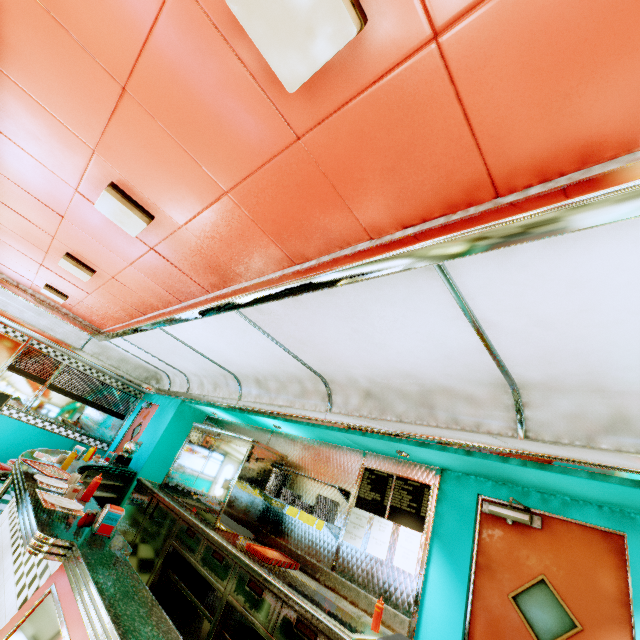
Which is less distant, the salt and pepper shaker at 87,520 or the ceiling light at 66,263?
the salt and pepper shaker at 87,520

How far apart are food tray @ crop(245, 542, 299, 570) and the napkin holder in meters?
1.7 m

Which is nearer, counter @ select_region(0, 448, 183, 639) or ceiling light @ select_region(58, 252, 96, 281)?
counter @ select_region(0, 448, 183, 639)

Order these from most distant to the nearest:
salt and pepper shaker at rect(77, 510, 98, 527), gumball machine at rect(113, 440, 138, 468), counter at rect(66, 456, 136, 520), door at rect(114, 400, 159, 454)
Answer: door at rect(114, 400, 159, 454)
gumball machine at rect(113, 440, 138, 468)
counter at rect(66, 456, 136, 520)
salt and pepper shaker at rect(77, 510, 98, 527)

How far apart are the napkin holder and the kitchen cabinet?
2.1 meters

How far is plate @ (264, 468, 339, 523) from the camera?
3.8m

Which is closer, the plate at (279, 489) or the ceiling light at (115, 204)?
the ceiling light at (115, 204)

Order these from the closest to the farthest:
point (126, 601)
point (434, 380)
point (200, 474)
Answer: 1. point (126, 601)
2. point (434, 380)
3. point (200, 474)
